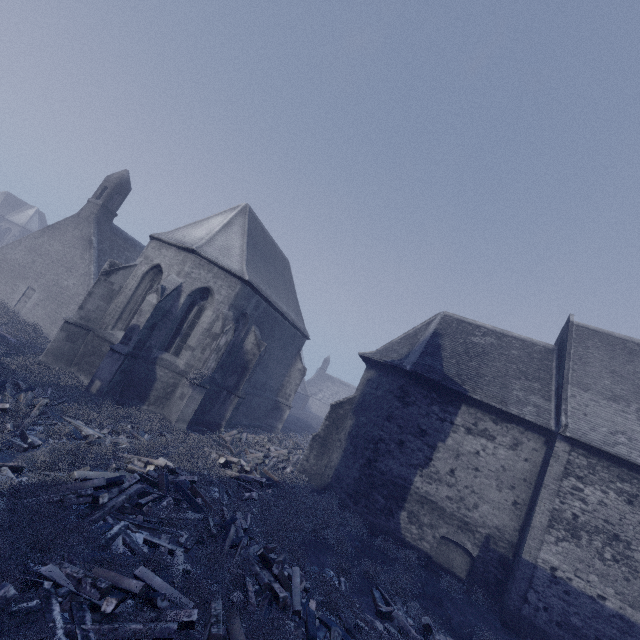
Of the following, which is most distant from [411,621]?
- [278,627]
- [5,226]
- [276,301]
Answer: [5,226]

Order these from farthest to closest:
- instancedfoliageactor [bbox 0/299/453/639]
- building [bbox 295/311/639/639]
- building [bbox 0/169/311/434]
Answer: building [bbox 0/169/311/434], building [bbox 295/311/639/639], instancedfoliageactor [bbox 0/299/453/639]

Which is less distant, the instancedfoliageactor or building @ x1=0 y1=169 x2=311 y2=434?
the instancedfoliageactor

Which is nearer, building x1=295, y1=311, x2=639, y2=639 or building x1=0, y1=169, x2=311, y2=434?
building x1=295, y1=311, x2=639, y2=639

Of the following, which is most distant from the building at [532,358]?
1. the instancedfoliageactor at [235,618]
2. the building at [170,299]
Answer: the instancedfoliageactor at [235,618]

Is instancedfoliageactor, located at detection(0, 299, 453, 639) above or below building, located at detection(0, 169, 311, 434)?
below

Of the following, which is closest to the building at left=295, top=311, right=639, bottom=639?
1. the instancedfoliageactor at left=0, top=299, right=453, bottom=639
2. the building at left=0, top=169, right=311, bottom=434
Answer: the building at left=0, top=169, right=311, bottom=434

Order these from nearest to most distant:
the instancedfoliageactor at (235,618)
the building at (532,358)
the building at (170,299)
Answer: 1. the instancedfoliageactor at (235,618)
2. the building at (532,358)
3. the building at (170,299)
